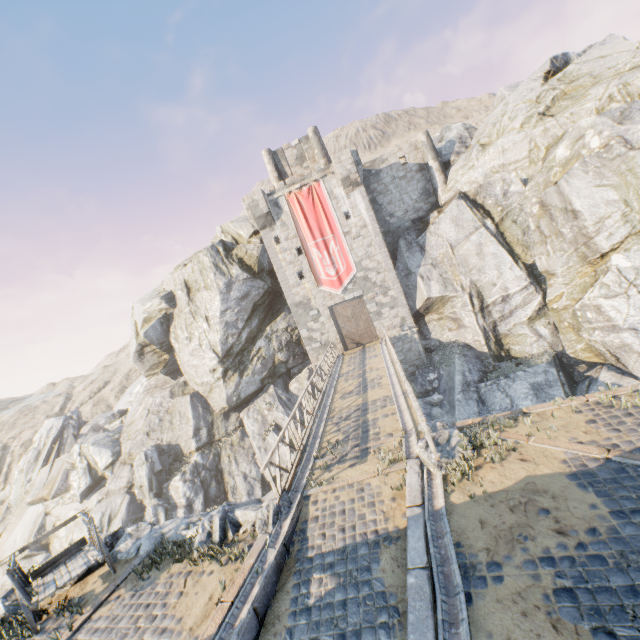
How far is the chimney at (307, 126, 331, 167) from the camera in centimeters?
2947cm

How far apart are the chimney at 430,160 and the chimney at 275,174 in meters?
11.9 m

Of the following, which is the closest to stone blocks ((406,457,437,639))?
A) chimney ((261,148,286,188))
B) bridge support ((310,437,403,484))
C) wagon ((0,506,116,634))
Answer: bridge support ((310,437,403,484))

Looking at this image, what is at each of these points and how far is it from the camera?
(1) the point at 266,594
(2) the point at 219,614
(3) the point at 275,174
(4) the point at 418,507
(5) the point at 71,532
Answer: (1) stone blocks, 6.3m
(2) stone blocks, 5.9m
(3) chimney, 30.3m
(4) stone blocks, 6.6m
(5) rock, 25.9m

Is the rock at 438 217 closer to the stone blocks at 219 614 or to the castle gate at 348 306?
the stone blocks at 219 614

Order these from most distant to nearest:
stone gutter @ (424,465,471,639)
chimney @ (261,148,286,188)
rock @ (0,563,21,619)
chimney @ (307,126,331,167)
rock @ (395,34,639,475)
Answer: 1. chimney @ (261,148,286,188)
2. chimney @ (307,126,331,167)
3. rock @ (395,34,639,475)
4. rock @ (0,563,21,619)
5. stone gutter @ (424,465,471,639)

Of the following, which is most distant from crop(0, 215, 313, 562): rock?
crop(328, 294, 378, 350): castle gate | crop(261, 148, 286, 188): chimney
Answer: crop(328, 294, 378, 350): castle gate

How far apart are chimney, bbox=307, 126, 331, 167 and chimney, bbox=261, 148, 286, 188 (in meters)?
3.19
